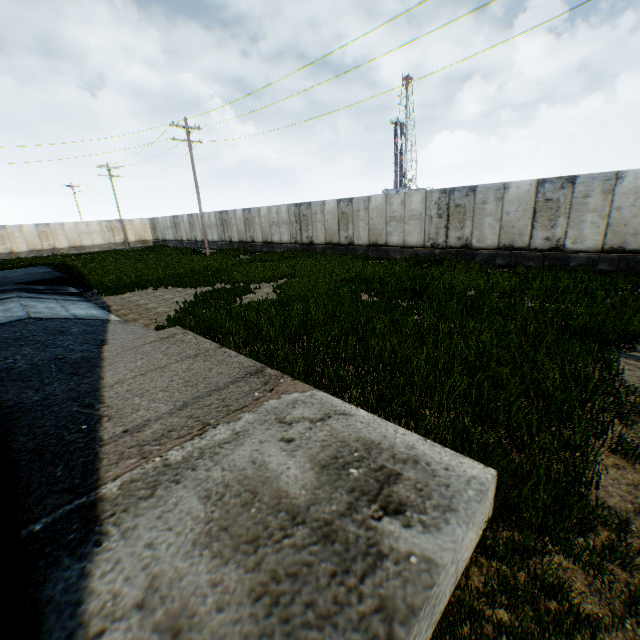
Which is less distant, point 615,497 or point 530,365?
point 615,497
